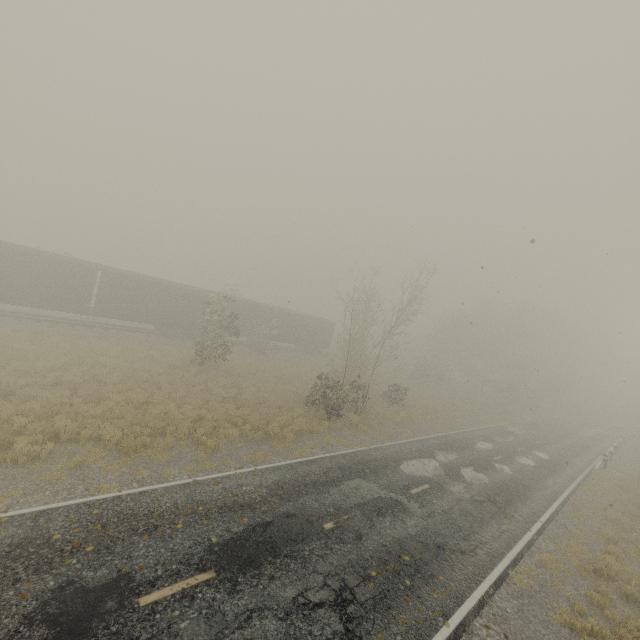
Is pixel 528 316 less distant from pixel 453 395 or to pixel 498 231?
pixel 453 395

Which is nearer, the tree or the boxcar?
the boxcar

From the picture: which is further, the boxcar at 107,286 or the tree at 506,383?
the tree at 506,383

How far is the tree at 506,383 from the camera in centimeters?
4578cm

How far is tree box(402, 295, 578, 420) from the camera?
45.8m
